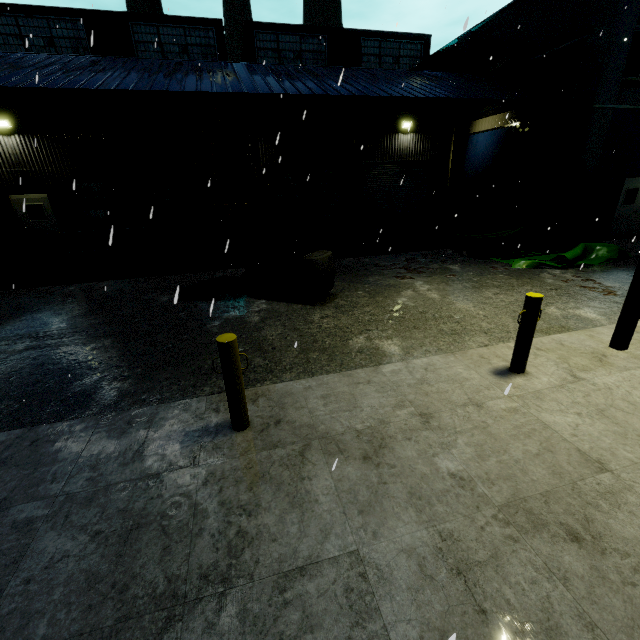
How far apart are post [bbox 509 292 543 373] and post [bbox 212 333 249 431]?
3.7 meters

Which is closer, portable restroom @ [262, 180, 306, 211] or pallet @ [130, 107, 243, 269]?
pallet @ [130, 107, 243, 269]

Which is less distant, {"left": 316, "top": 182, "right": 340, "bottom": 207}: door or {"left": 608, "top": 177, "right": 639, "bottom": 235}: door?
{"left": 608, "top": 177, "right": 639, "bottom": 235}: door

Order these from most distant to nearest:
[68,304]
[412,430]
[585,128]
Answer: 1. [585,128]
2. [68,304]
3. [412,430]

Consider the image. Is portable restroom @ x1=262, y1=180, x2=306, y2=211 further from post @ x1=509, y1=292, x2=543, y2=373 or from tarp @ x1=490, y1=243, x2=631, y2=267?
post @ x1=509, y1=292, x2=543, y2=373

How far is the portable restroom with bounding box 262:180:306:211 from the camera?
12.02m

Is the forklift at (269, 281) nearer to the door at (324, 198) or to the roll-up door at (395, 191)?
the roll-up door at (395, 191)

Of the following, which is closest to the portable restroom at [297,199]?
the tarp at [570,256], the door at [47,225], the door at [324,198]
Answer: the door at [324,198]
